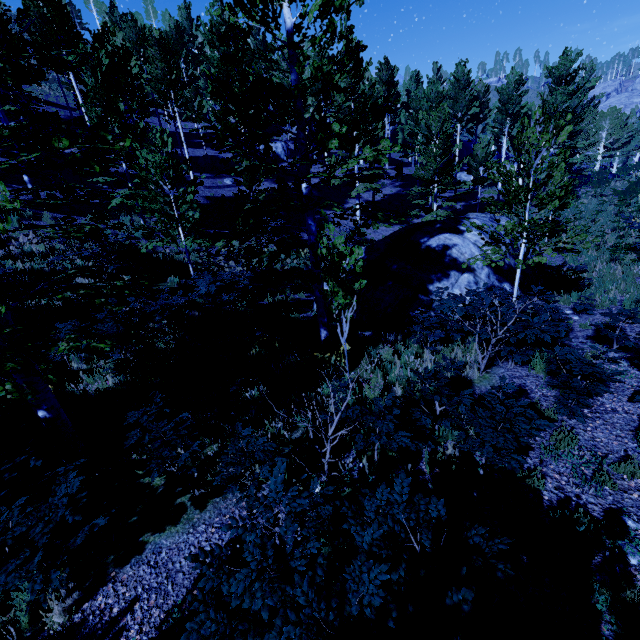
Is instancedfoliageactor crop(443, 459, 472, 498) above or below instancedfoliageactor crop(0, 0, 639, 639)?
below

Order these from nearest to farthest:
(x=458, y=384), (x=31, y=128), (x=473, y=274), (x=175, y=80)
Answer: (x=31, y=128) < (x=458, y=384) < (x=473, y=274) < (x=175, y=80)

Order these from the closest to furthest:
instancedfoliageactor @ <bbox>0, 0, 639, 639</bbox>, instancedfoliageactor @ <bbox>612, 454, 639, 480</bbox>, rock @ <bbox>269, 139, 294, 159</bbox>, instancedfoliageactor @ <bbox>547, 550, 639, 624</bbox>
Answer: instancedfoliageactor @ <bbox>0, 0, 639, 639</bbox> < instancedfoliageactor @ <bbox>547, 550, 639, 624</bbox> < instancedfoliageactor @ <bbox>612, 454, 639, 480</bbox> < rock @ <bbox>269, 139, 294, 159</bbox>

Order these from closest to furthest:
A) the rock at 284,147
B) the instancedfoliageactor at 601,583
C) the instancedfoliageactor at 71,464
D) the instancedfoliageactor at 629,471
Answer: the instancedfoliageactor at 71,464, the instancedfoliageactor at 601,583, the instancedfoliageactor at 629,471, the rock at 284,147

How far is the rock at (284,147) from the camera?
34.0m

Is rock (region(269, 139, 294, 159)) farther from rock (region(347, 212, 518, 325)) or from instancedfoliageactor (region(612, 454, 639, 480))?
rock (region(347, 212, 518, 325))

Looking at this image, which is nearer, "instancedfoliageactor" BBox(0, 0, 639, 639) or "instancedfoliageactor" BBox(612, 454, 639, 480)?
"instancedfoliageactor" BBox(0, 0, 639, 639)
